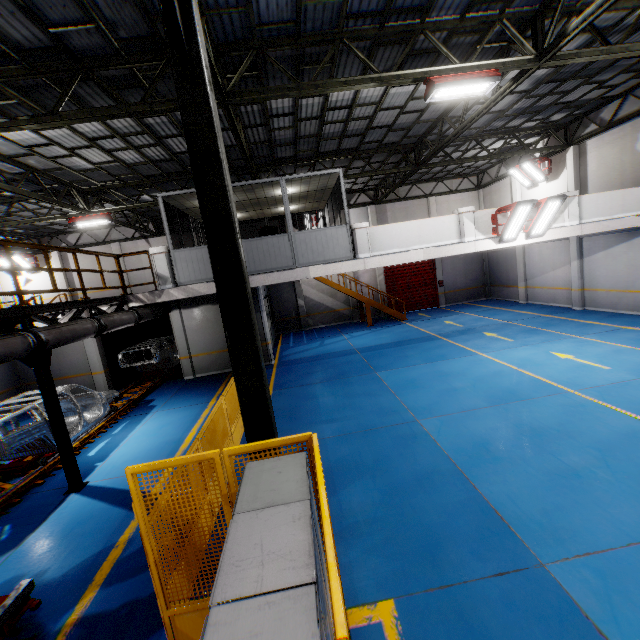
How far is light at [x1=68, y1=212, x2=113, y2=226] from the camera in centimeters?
1405cm

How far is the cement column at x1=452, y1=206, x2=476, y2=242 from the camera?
11.05m

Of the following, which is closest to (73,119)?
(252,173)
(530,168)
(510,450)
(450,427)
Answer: (252,173)

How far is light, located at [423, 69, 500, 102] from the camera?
7.4 meters

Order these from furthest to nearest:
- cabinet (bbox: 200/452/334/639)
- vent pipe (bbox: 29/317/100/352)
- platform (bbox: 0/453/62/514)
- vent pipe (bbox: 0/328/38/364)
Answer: platform (bbox: 0/453/62/514), vent pipe (bbox: 29/317/100/352), vent pipe (bbox: 0/328/38/364), cabinet (bbox: 200/452/334/639)

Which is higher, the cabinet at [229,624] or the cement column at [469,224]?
the cement column at [469,224]

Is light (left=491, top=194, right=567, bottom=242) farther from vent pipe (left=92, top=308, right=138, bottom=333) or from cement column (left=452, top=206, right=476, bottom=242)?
vent pipe (left=92, top=308, right=138, bottom=333)

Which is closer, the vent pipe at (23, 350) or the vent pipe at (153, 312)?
the vent pipe at (23, 350)
